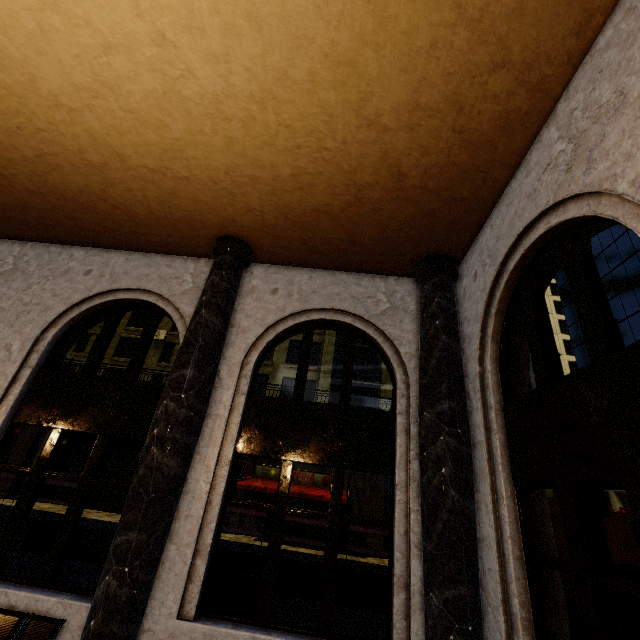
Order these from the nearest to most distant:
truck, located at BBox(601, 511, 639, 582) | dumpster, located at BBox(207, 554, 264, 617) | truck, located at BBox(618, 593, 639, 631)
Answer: dumpster, located at BBox(207, 554, 264, 617), truck, located at BBox(618, 593, 639, 631), truck, located at BBox(601, 511, 639, 582)

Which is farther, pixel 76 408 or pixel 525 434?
pixel 76 408

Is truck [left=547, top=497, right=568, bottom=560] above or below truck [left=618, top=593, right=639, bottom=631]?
above

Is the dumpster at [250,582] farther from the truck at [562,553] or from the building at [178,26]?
the truck at [562,553]

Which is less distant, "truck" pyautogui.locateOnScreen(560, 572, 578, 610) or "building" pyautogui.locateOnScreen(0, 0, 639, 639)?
"building" pyautogui.locateOnScreen(0, 0, 639, 639)

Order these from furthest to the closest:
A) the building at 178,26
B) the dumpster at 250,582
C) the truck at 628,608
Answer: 1. the truck at 628,608
2. the dumpster at 250,582
3. the building at 178,26

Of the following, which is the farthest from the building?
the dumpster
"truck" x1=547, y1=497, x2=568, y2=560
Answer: "truck" x1=547, y1=497, x2=568, y2=560

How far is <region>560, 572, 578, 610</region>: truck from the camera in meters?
9.2
